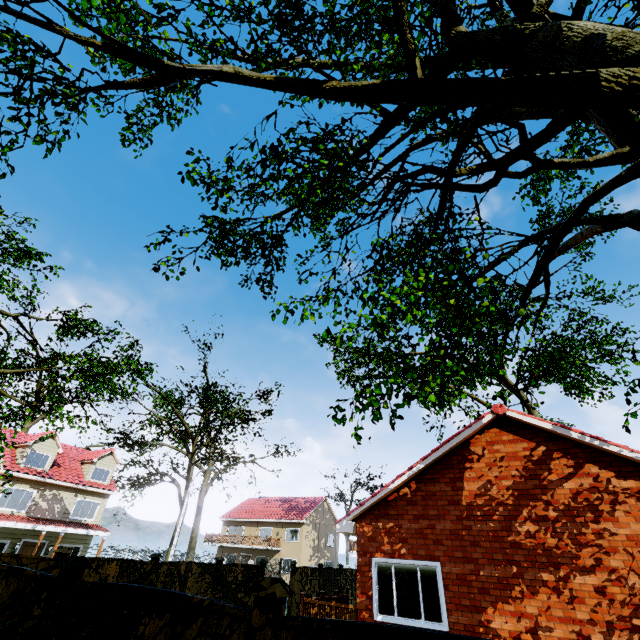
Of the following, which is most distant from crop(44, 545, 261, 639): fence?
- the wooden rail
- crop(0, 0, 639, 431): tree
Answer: the wooden rail

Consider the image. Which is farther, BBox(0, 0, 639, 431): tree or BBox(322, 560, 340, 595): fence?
BBox(322, 560, 340, 595): fence

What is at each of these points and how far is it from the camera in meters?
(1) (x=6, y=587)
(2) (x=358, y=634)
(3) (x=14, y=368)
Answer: (1) fence, 4.4 m
(2) fence, 2.3 m
(3) tree, 39.8 m

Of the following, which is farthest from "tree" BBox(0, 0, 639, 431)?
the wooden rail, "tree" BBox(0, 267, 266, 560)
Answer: the wooden rail

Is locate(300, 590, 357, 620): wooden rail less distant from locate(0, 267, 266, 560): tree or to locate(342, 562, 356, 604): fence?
locate(342, 562, 356, 604): fence

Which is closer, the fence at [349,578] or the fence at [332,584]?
the fence at [332,584]

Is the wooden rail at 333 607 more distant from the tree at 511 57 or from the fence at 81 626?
the tree at 511 57

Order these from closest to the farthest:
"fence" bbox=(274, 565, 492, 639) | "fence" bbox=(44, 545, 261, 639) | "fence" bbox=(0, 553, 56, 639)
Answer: "fence" bbox=(274, 565, 492, 639), "fence" bbox=(44, 545, 261, 639), "fence" bbox=(0, 553, 56, 639)
